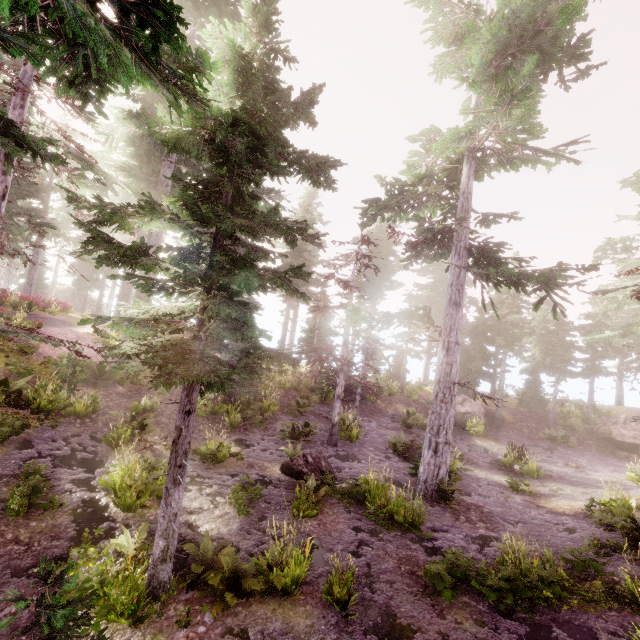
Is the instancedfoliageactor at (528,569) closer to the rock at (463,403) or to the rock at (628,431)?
the rock at (463,403)

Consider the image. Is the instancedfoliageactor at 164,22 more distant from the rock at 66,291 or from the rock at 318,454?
the rock at 318,454

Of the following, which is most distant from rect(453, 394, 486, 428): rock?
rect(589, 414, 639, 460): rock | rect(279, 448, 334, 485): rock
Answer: rect(279, 448, 334, 485): rock

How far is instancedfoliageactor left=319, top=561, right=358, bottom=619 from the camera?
6.1 meters

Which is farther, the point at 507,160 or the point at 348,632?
the point at 507,160

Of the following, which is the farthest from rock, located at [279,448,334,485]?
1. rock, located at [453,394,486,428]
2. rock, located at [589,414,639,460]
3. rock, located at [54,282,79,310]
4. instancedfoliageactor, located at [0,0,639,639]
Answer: rock, located at [54,282,79,310]

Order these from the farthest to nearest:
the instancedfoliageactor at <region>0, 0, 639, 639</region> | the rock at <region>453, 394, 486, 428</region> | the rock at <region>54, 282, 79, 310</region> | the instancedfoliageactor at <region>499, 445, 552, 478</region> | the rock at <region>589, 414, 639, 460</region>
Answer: the rock at <region>54, 282, 79, 310</region> < the rock at <region>453, 394, 486, 428</region> < the rock at <region>589, 414, 639, 460</region> < the instancedfoliageactor at <region>499, 445, 552, 478</region> < the instancedfoliageactor at <region>0, 0, 639, 639</region>

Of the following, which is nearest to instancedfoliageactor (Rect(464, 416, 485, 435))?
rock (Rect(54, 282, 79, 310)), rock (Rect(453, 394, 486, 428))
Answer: rock (Rect(54, 282, 79, 310))
